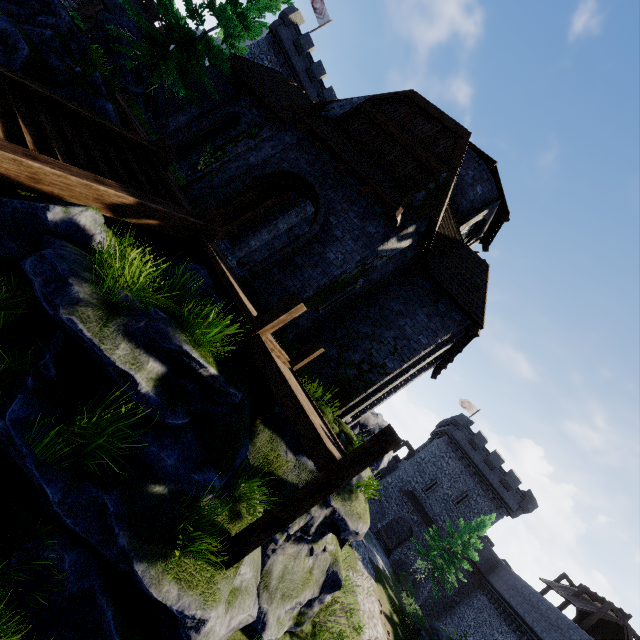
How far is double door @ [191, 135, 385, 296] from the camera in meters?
9.6

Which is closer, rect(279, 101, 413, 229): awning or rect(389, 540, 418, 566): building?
rect(279, 101, 413, 229): awning

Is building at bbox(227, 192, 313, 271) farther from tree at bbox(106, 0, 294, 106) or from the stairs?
the stairs

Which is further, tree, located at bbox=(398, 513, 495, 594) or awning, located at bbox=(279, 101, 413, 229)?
tree, located at bbox=(398, 513, 495, 594)

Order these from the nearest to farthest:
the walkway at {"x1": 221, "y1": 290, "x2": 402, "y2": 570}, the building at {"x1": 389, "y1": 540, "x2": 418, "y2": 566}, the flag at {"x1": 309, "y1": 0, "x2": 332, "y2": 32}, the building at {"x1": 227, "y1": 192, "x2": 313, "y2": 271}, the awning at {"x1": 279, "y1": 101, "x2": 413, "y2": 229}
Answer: the walkway at {"x1": 221, "y1": 290, "x2": 402, "y2": 570} → the awning at {"x1": 279, "y1": 101, "x2": 413, "y2": 229} → the building at {"x1": 227, "y1": 192, "x2": 313, "y2": 271} → the flag at {"x1": 309, "y1": 0, "x2": 332, "y2": 32} → the building at {"x1": 389, "y1": 540, "x2": 418, "y2": 566}

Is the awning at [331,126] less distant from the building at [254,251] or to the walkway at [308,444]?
the building at [254,251]

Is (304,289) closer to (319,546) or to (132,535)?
(132,535)

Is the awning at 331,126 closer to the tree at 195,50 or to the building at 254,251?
the building at 254,251
